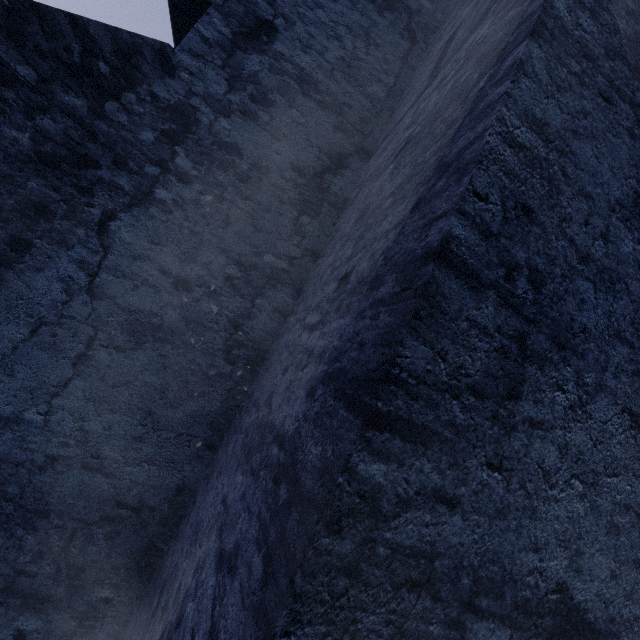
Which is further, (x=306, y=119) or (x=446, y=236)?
(x=306, y=119)
